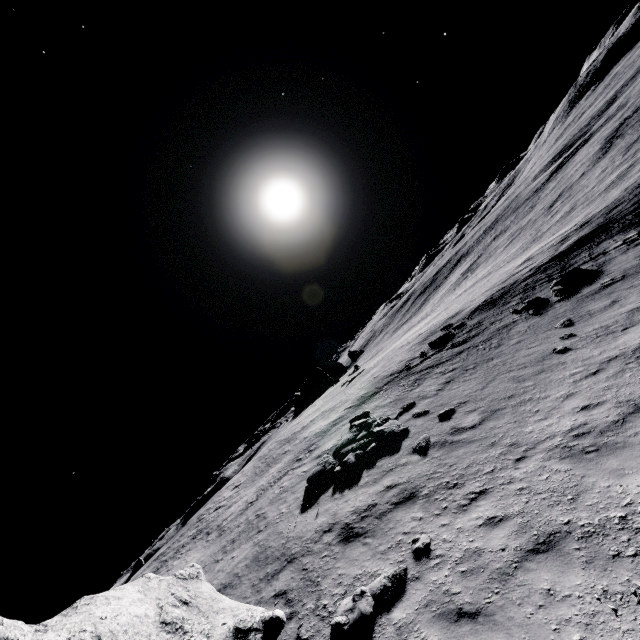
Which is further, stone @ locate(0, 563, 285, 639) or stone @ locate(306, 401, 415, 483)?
stone @ locate(306, 401, 415, 483)

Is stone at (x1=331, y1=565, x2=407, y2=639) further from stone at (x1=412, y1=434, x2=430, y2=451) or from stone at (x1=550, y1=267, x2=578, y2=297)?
stone at (x1=550, y1=267, x2=578, y2=297)

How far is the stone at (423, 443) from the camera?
11.27m

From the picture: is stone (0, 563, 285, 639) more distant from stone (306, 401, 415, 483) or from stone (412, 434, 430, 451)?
stone (412, 434, 430, 451)

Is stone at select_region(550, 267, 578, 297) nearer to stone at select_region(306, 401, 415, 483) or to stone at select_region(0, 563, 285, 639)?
stone at select_region(306, 401, 415, 483)

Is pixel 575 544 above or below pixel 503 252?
above

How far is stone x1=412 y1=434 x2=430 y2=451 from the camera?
11.27m

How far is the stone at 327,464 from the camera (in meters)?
13.45
